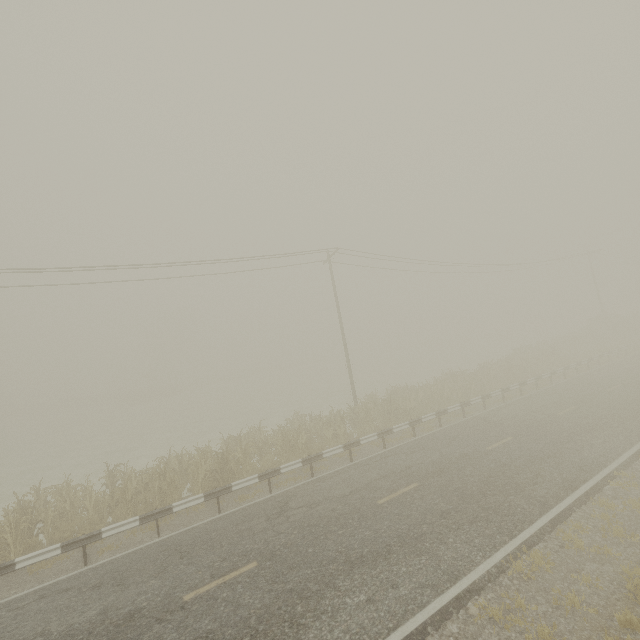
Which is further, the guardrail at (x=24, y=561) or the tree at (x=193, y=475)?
the tree at (x=193, y=475)

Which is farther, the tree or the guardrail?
the tree

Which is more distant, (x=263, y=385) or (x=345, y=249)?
(x=263, y=385)
